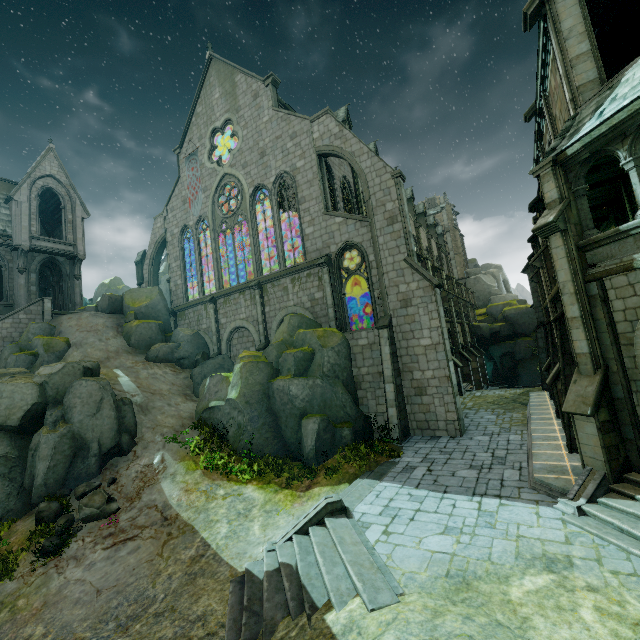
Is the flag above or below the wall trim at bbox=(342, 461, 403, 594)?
above

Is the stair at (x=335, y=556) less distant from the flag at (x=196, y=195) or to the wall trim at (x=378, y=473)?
the wall trim at (x=378, y=473)

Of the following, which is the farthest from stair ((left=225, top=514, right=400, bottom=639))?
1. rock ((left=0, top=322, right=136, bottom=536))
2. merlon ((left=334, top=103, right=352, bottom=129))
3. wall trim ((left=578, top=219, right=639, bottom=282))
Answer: merlon ((left=334, top=103, right=352, bottom=129))

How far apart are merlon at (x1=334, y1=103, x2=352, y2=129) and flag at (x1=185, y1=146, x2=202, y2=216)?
11.3m

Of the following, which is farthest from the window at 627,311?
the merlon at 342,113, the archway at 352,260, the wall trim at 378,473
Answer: the merlon at 342,113

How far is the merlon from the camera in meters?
26.2 m

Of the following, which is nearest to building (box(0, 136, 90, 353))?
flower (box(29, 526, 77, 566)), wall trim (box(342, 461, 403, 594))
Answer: wall trim (box(342, 461, 403, 594))

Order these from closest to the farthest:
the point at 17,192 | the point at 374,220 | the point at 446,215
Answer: the point at 374,220 → the point at 17,192 → the point at 446,215
